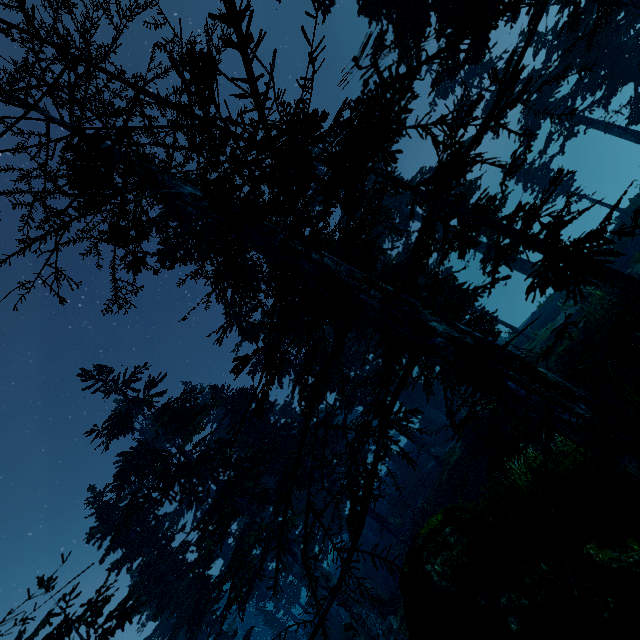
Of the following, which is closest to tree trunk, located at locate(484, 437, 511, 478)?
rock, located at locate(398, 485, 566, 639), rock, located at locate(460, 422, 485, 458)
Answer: rock, located at locate(460, 422, 485, 458)

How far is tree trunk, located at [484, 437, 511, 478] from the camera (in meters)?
13.98

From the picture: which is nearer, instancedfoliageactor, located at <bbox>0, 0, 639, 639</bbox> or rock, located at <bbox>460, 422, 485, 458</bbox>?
instancedfoliageactor, located at <bbox>0, 0, 639, 639</bbox>

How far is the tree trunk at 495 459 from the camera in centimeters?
1398cm

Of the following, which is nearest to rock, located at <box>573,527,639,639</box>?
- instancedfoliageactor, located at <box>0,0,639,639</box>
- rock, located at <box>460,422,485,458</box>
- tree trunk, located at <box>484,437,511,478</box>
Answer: instancedfoliageactor, located at <box>0,0,639,639</box>

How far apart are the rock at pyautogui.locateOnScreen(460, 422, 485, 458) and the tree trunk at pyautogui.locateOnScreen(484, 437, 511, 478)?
1.65m

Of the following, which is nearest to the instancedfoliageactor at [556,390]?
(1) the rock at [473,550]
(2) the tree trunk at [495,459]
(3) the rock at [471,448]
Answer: (1) the rock at [473,550]

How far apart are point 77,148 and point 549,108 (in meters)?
25.98
